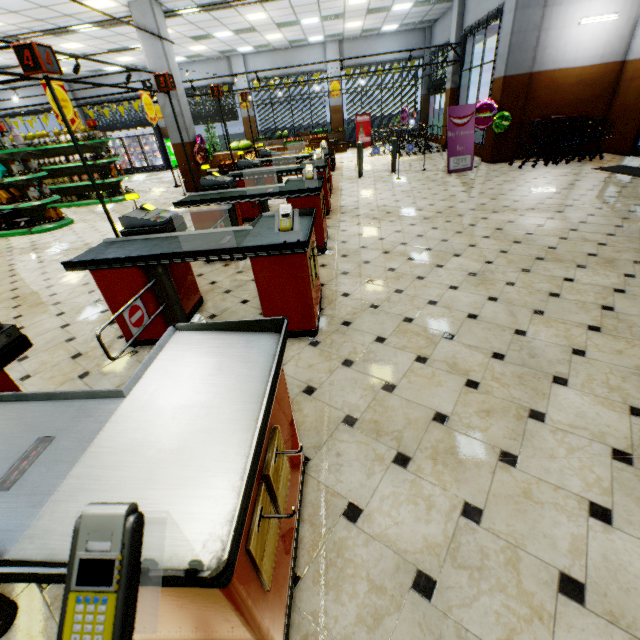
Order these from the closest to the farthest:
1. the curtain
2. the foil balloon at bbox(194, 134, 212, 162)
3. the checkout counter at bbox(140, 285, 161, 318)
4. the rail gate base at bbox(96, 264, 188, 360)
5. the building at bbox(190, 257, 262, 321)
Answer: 1. the rail gate base at bbox(96, 264, 188, 360)
2. the checkout counter at bbox(140, 285, 161, 318)
3. the building at bbox(190, 257, 262, 321)
4. the foil balloon at bbox(194, 134, 212, 162)
5. the curtain

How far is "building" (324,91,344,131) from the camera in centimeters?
1777cm

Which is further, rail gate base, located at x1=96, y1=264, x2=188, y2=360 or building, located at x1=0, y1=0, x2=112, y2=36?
building, located at x1=0, y1=0, x2=112, y2=36

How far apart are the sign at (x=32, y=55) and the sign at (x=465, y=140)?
9.1 meters

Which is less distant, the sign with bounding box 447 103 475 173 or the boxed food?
the boxed food

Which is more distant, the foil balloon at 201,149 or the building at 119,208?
the foil balloon at 201,149

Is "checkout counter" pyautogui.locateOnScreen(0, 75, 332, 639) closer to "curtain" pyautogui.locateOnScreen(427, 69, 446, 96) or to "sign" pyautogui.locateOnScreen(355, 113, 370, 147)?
"curtain" pyautogui.locateOnScreen(427, 69, 446, 96)

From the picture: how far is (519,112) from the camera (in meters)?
9.30
